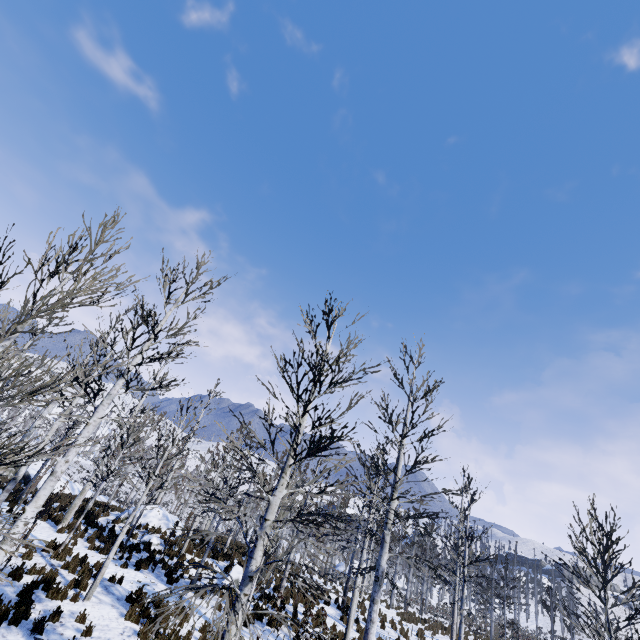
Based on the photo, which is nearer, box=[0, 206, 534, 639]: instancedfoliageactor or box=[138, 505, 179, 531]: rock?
box=[0, 206, 534, 639]: instancedfoliageactor

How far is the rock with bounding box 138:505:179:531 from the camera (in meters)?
18.91

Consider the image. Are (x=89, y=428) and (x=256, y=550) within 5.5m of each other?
yes

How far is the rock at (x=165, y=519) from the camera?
18.9m

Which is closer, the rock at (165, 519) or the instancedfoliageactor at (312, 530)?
the instancedfoliageactor at (312, 530)
